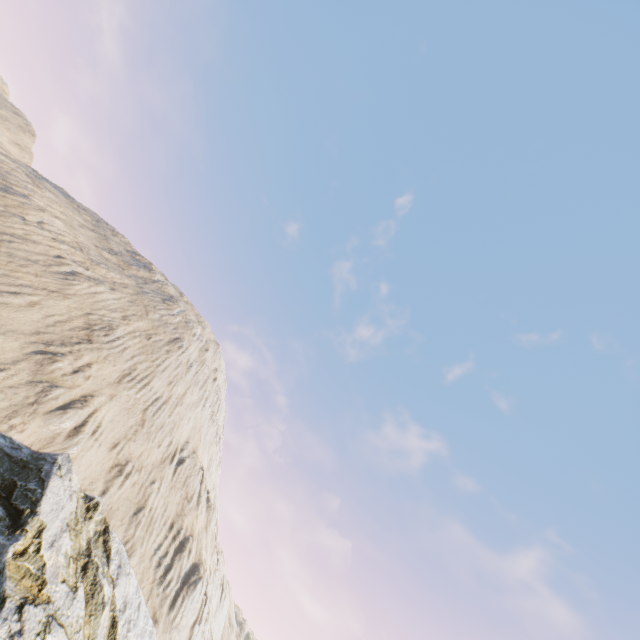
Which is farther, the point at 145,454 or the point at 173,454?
the point at 173,454
